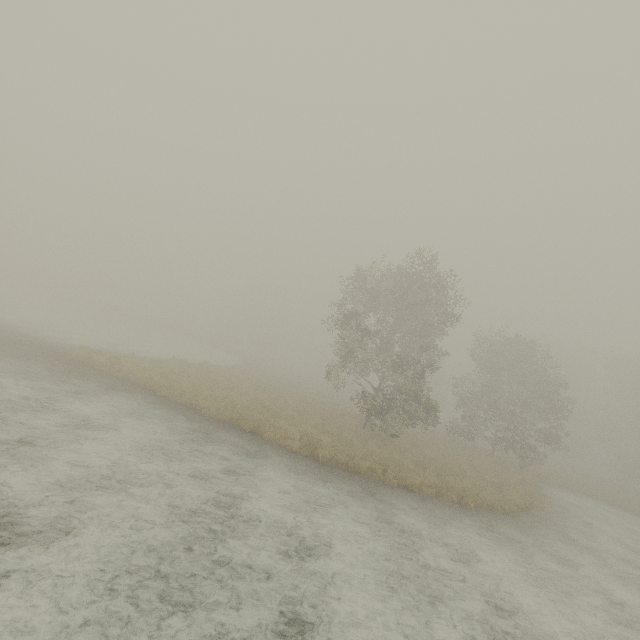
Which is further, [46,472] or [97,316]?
[97,316]
